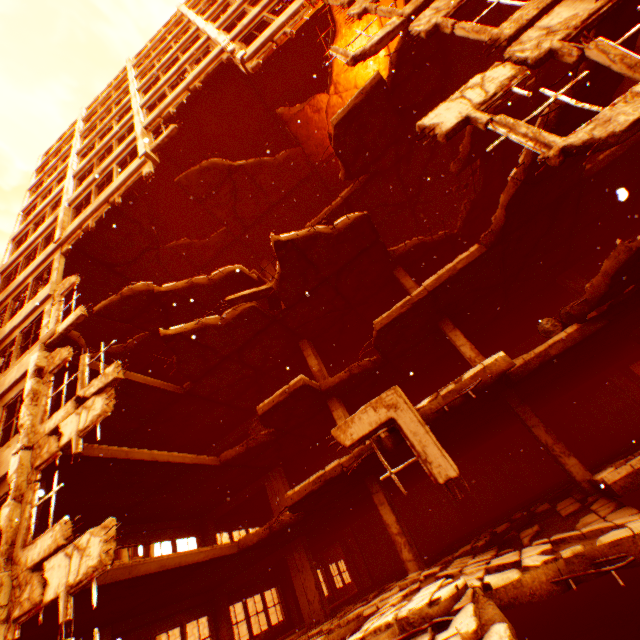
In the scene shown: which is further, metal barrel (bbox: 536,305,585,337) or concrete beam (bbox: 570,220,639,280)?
concrete beam (bbox: 570,220,639,280)

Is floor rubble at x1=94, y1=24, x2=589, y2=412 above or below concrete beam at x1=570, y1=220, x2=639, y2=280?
above

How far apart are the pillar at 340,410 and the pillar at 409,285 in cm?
459

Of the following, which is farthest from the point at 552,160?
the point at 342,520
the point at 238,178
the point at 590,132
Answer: the point at 342,520

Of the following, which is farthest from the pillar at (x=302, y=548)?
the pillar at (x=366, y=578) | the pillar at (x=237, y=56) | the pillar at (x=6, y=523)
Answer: the pillar at (x=237, y=56)

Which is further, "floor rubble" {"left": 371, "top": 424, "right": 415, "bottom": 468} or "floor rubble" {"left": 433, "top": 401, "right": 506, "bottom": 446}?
"floor rubble" {"left": 433, "top": 401, "right": 506, "bottom": 446}

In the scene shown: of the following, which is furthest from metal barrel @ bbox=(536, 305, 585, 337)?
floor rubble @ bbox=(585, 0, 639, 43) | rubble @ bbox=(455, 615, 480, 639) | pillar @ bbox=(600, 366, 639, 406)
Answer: pillar @ bbox=(600, 366, 639, 406)

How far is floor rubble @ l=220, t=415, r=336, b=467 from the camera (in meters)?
12.50
